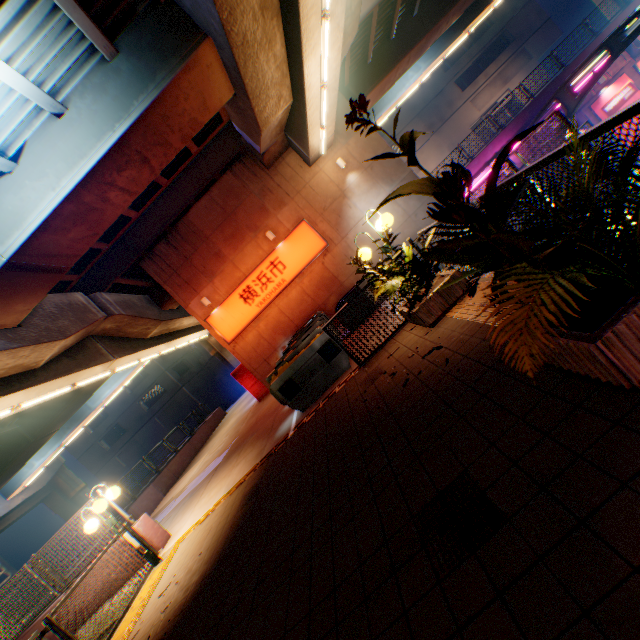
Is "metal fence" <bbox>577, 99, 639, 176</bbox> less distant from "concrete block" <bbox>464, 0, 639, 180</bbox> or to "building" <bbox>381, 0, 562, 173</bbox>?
"concrete block" <bbox>464, 0, 639, 180</bbox>

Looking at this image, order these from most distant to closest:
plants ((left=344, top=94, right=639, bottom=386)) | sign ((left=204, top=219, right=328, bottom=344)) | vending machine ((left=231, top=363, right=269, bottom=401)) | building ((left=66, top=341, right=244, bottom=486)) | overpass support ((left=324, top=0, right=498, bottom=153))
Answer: building ((left=66, top=341, right=244, bottom=486))
vending machine ((left=231, top=363, right=269, bottom=401))
sign ((left=204, top=219, right=328, bottom=344))
overpass support ((left=324, top=0, right=498, bottom=153))
plants ((left=344, top=94, right=639, bottom=386))

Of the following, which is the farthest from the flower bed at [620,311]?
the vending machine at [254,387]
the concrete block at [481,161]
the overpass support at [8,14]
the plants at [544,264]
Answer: the concrete block at [481,161]

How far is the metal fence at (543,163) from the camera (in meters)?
2.79

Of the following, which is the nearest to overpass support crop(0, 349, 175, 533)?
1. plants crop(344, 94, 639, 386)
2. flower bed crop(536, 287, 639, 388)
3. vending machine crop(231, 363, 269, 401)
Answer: plants crop(344, 94, 639, 386)

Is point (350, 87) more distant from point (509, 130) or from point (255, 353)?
point (255, 353)

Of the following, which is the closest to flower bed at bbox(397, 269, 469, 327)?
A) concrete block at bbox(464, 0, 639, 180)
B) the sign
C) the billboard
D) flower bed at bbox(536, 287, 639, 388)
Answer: flower bed at bbox(536, 287, 639, 388)

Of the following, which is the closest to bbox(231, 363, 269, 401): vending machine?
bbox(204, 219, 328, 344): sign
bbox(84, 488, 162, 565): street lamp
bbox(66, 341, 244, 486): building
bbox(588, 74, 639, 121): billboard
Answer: bbox(204, 219, 328, 344): sign
